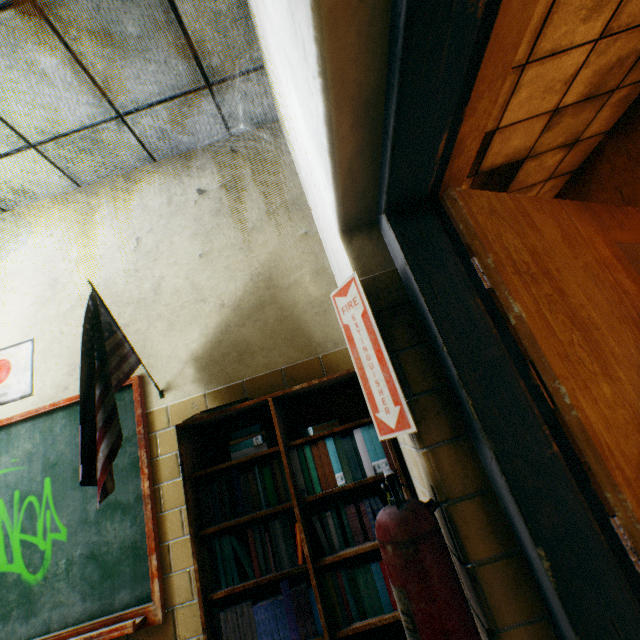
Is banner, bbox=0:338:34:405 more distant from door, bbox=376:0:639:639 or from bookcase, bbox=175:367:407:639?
door, bbox=376:0:639:639

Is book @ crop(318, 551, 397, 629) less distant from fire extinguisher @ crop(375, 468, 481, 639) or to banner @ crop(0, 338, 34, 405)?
fire extinguisher @ crop(375, 468, 481, 639)

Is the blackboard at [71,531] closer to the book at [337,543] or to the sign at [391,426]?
the book at [337,543]

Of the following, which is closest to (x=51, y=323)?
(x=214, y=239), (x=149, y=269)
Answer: (x=149, y=269)

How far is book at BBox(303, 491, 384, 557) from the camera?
1.4 meters

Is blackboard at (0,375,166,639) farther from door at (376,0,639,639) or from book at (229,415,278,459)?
door at (376,0,639,639)

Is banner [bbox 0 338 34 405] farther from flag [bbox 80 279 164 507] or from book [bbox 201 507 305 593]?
book [bbox 201 507 305 593]

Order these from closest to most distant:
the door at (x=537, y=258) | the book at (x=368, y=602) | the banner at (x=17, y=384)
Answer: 1. the door at (x=537, y=258)
2. the book at (x=368, y=602)
3. the banner at (x=17, y=384)
